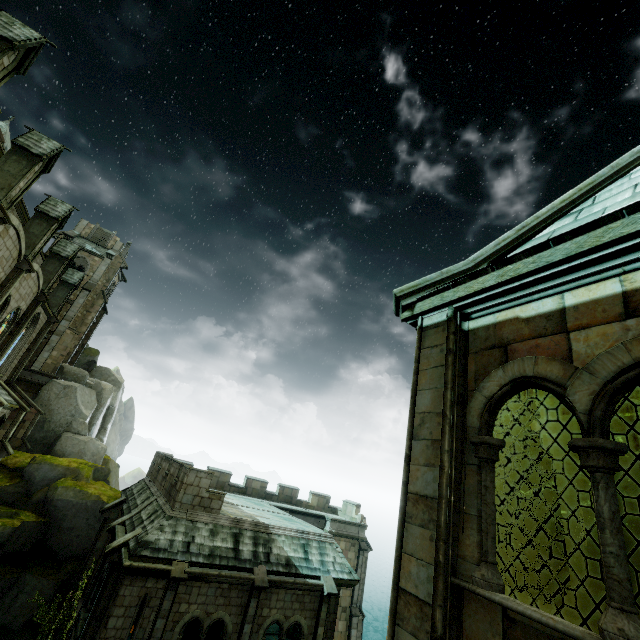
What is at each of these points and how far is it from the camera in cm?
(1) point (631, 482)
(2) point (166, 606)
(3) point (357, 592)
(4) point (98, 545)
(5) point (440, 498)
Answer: (1) stone column, 535
(2) stone column, 1288
(3) stone column, 2812
(4) stone column, 1969
(5) stone column, 321

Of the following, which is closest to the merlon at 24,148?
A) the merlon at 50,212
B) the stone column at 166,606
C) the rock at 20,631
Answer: the merlon at 50,212

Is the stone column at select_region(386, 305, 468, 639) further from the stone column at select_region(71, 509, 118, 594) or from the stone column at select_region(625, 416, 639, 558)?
the stone column at select_region(71, 509, 118, 594)

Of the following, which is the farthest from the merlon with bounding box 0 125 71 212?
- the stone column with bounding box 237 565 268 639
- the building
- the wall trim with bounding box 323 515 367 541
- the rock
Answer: the wall trim with bounding box 323 515 367 541

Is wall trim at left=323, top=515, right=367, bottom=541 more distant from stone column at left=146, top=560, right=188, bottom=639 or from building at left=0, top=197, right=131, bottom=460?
building at left=0, top=197, right=131, bottom=460

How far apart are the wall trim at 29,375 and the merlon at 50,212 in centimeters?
1443cm

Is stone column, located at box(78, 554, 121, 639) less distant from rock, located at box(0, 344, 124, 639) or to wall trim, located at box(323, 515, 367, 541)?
rock, located at box(0, 344, 124, 639)

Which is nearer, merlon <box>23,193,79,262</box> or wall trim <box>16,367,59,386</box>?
merlon <box>23,193,79,262</box>
